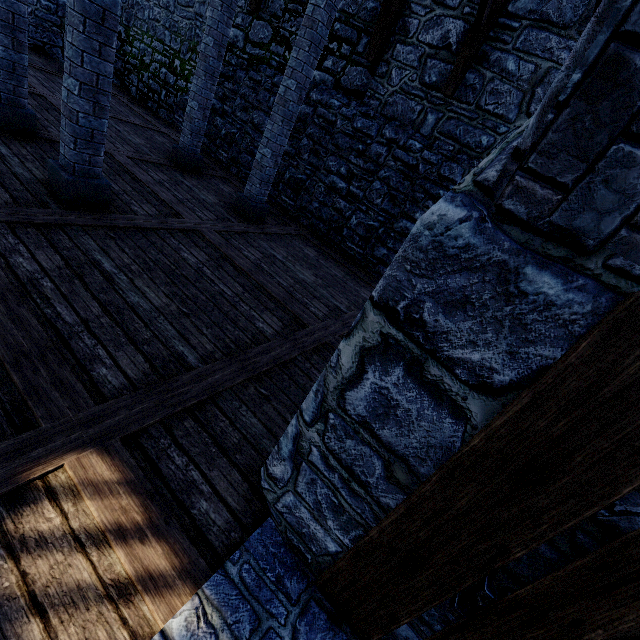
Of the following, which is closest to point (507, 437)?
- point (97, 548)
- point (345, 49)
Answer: point (97, 548)

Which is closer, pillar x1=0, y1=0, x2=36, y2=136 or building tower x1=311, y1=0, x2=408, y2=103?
pillar x1=0, y1=0, x2=36, y2=136

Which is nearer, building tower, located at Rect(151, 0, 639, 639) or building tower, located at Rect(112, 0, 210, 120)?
building tower, located at Rect(151, 0, 639, 639)

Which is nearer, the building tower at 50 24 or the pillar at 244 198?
the pillar at 244 198

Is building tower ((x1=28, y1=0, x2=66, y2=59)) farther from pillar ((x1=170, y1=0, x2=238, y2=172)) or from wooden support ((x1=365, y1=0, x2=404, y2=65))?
pillar ((x1=170, y1=0, x2=238, y2=172))

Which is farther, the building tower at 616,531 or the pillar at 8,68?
the pillar at 8,68

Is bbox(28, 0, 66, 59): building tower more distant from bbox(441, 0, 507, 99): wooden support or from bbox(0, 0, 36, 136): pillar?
bbox(0, 0, 36, 136): pillar

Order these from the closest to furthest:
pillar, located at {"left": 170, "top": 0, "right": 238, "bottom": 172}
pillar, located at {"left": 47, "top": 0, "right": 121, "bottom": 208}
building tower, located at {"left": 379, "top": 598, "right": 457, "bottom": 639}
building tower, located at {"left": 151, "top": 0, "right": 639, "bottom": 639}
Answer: building tower, located at {"left": 151, "top": 0, "right": 639, "bottom": 639}
building tower, located at {"left": 379, "top": 598, "right": 457, "bottom": 639}
pillar, located at {"left": 47, "top": 0, "right": 121, "bottom": 208}
pillar, located at {"left": 170, "top": 0, "right": 238, "bottom": 172}
